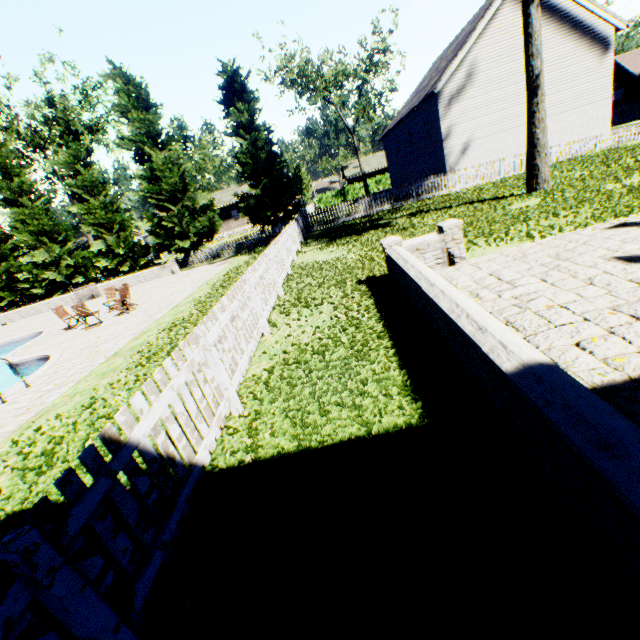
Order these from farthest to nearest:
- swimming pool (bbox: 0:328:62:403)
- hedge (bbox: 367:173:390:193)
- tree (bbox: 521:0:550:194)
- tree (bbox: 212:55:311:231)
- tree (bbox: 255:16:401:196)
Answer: hedge (bbox: 367:173:390:193) < tree (bbox: 255:16:401:196) < tree (bbox: 212:55:311:231) < tree (bbox: 521:0:550:194) < swimming pool (bbox: 0:328:62:403)

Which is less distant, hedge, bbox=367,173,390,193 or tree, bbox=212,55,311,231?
tree, bbox=212,55,311,231

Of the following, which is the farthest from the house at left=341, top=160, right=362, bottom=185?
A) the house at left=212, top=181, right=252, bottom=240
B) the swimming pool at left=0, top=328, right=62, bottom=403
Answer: the swimming pool at left=0, top=328, right=62, bottom=403

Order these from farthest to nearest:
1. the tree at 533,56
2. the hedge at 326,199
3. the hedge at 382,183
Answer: the hedge at 326,199 → the hedge at 382,183 → the tree at 533,56

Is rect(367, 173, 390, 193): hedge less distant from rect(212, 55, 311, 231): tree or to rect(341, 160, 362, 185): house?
rect(212, 55, 311, 231): tree

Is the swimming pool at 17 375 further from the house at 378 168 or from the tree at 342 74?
the house at 378 168

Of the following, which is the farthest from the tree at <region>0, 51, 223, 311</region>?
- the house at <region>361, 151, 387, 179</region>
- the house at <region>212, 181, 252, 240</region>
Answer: the house at <region>361, 151, 387, 179</region>

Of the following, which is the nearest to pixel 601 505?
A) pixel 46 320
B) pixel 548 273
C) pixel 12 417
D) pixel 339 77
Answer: pixel 548 273
